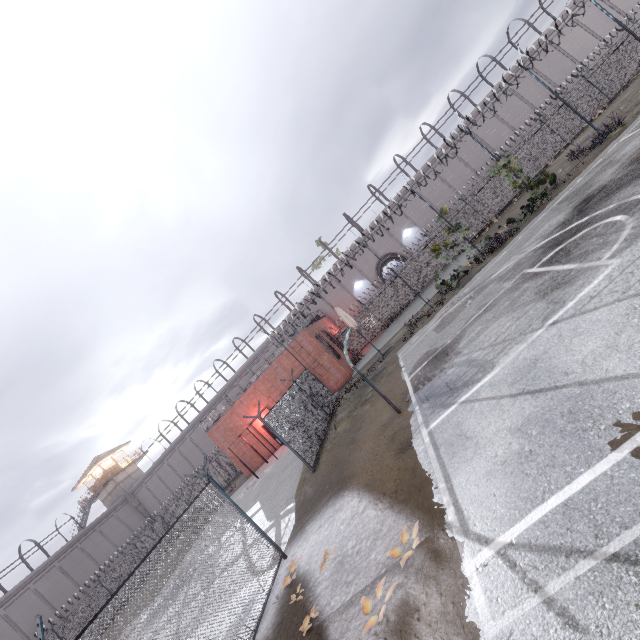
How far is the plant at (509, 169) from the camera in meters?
17.0 m

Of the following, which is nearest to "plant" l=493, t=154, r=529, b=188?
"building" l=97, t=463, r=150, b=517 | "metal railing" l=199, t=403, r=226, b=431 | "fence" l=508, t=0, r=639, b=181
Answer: "fence" l=508, t=0, r=639, b=181

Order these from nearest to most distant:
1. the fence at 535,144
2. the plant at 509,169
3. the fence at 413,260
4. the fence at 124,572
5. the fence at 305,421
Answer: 1. the fence at 124,572
2. the fence at 305,421
3. the fence at 535,144
4. the plant at 509,169
5. the fence at 413,260

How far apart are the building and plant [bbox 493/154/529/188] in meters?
53.3 m

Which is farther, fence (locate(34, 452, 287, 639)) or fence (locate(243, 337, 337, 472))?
fence (locate(243, 337, 337, 472))

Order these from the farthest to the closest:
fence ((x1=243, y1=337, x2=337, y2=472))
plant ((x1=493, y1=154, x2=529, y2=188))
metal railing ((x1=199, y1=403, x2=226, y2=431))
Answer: metal railing ((x1=199, y1=403, x2=226, y2=431)) < plant ((x1=493, y1=154, x2=529, y2=188)) < fence ((x1=243, y1=337, x2=337, y2=472))

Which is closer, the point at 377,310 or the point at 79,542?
the point at 377,310

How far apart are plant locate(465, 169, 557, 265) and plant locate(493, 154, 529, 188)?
1.45m
